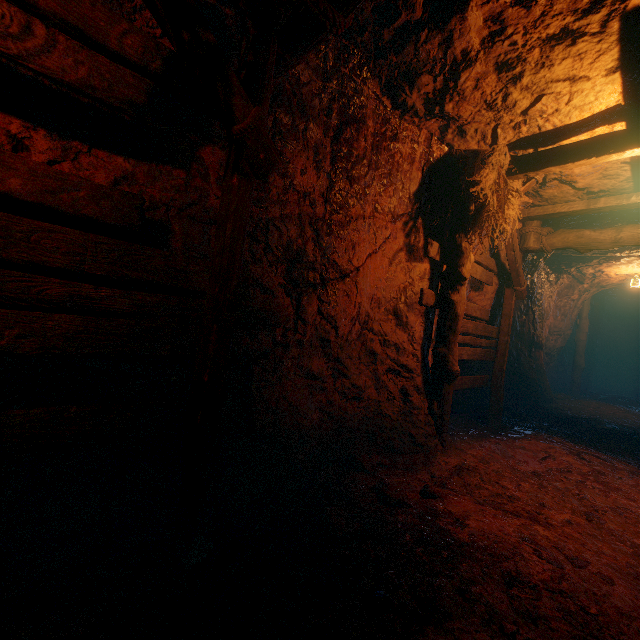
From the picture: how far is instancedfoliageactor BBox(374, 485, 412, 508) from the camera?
3.0 meters

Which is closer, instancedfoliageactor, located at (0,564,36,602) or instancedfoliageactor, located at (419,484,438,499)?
instancedfoliageactor, located at (0,564,36,602)

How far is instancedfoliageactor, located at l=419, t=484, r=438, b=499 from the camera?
3.2m

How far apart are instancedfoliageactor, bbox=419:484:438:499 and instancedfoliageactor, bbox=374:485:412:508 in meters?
0.2 m

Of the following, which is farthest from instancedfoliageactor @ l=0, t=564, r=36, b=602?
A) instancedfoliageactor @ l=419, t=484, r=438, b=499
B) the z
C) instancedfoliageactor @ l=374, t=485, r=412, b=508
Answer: instancedfoliageactor @ l=419, t=484, r=438, b=499

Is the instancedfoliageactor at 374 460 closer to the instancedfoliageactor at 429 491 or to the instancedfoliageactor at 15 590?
the instancedfoliageactor at 429 491

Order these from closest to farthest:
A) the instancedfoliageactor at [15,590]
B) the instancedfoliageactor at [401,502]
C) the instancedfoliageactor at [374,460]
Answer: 1. the instancedfoliageactor at [15,590]
2. the instancedfoliageactor at [401,502]
3. the instancedfoliageactor at [374,460]

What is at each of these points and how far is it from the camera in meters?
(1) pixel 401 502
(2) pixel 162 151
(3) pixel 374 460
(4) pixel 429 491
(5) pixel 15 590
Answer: (1) instancedfoliageactor, 3.0 m
(2) z, 2.4 m
(3) instancedfoliageactor, 4.0 m
(4) instancedfoliageactor, 3.2 m
(5) instancedfoliageactor, 1.8 m
